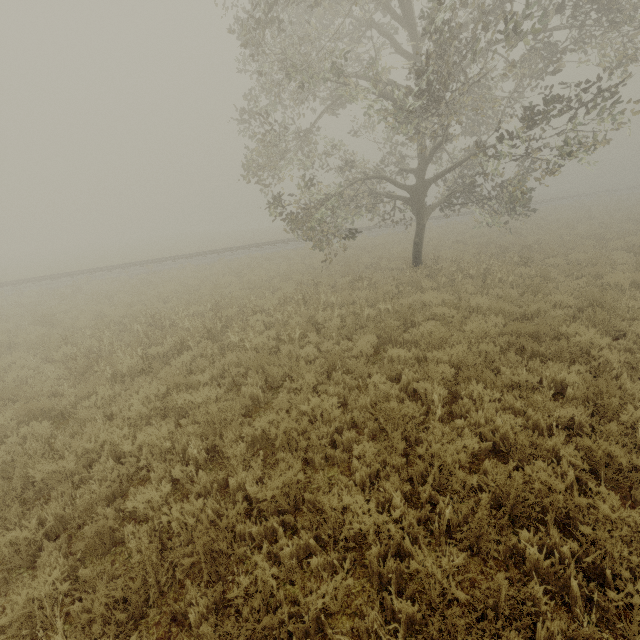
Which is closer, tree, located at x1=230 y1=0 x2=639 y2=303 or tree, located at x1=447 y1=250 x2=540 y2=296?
tree, located at x1=230 y1=0 x2=639 y2=303

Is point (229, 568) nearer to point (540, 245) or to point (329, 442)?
point (329, 442)

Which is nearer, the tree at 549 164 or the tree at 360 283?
the tree at 549 164

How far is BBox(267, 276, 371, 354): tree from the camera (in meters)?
8.40

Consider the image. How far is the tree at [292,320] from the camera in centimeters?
840cm

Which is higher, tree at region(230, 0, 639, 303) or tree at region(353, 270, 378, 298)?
tree at region(230, 0, 639, 303)
